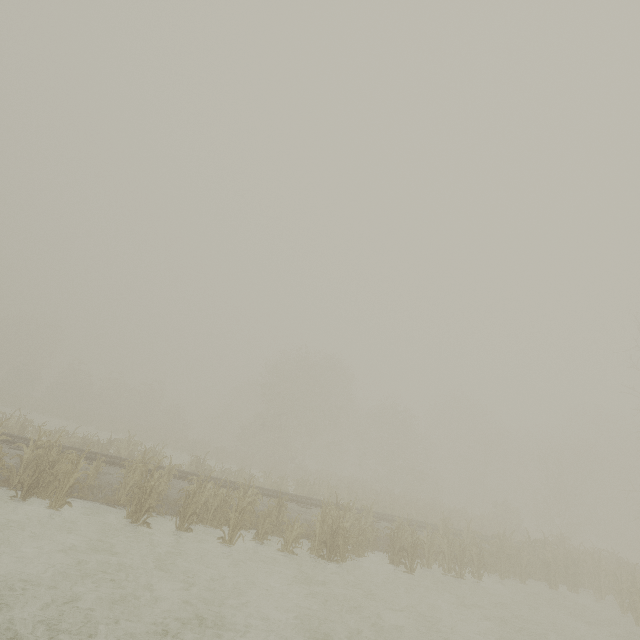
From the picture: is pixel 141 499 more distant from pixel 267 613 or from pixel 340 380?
pixel 340 380
